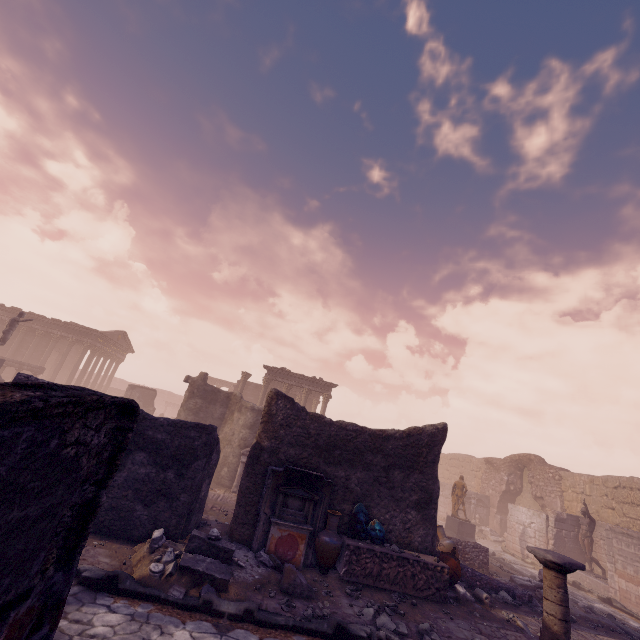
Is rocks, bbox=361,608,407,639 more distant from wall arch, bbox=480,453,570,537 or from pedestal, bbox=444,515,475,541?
wall arch, bbox=480,453,570,537

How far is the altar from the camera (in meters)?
7.99

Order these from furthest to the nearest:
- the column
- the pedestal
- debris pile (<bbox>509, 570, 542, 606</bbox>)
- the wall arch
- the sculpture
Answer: the wall arch < the pedestal < the sculpture < debris pile (<bbox>509, 570, 542, 606</bbox>) < the column

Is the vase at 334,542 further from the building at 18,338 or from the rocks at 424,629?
the building at 18,338

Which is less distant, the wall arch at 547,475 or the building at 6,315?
the wall arch at 547,475

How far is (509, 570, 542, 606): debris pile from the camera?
10.54m

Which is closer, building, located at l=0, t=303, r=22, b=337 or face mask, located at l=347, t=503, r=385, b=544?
face mask, located at l=347, t=503, r=385, b=544

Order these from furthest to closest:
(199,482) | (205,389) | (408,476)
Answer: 1. (205,389)
2. (408,476)
3. (199,482)
